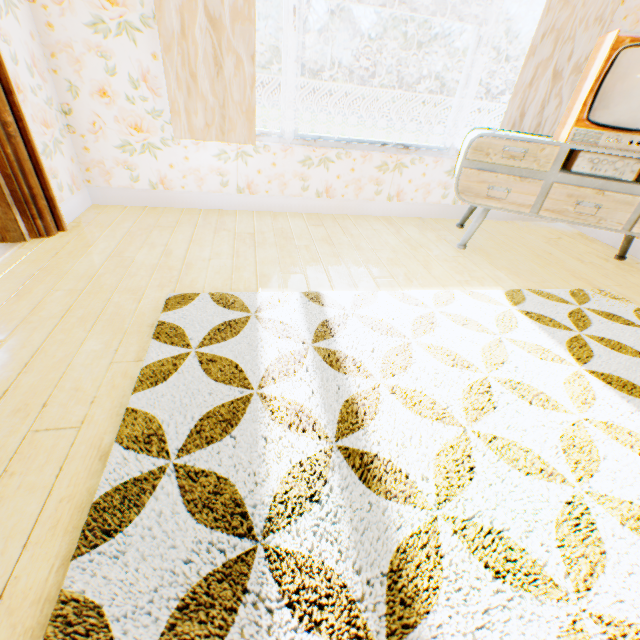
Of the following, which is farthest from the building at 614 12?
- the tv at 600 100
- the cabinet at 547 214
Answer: the tv at 600 100

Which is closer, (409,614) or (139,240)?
(409,614)

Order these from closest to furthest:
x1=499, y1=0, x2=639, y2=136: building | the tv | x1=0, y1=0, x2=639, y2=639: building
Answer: x1=0, y1=0, x2=639, y2=639: building → the tv → x1=499, y1=0, x2=639, y2=136: building

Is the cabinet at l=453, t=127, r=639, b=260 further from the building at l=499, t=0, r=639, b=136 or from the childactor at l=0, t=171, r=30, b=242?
the childactor at l=0, t=171, r=30, b=242

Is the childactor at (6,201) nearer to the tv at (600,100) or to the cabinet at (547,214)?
the cabinet at (547,214)

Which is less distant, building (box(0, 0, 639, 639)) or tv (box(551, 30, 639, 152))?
building (box(0, 0, 639, 639))
